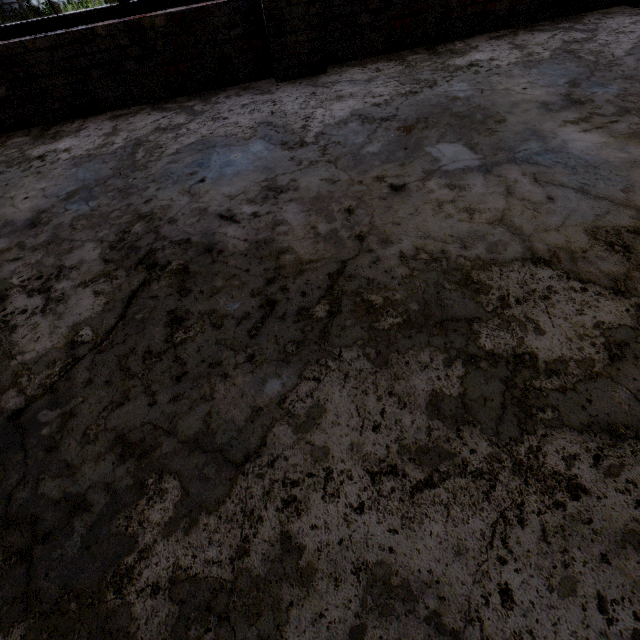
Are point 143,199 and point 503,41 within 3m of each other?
no
